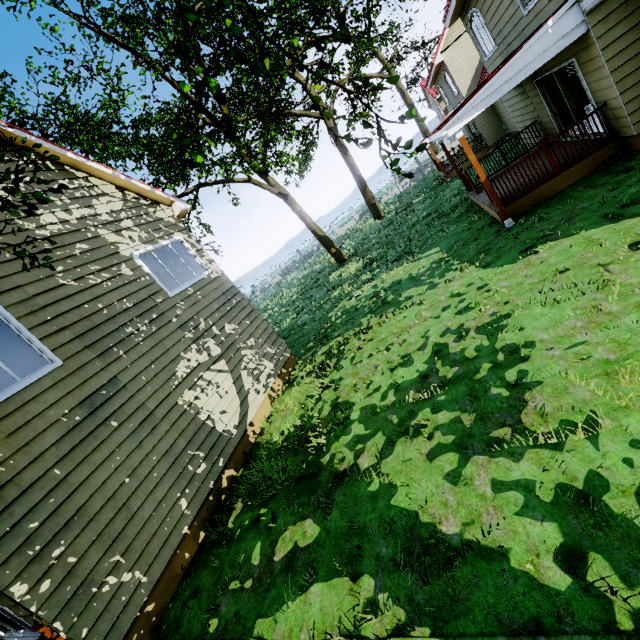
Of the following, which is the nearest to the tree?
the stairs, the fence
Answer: the fence

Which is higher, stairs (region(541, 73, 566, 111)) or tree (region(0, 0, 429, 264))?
tree (region(0, 0, 429, 264))

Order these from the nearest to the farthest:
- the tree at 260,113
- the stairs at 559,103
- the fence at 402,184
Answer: the tree at 260,113 → the stairs at 559,103 → the fence at 402,184

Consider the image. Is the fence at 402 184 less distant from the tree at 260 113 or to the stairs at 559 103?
the tree at 260 113

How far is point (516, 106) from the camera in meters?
12.6 m

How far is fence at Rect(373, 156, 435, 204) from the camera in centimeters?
3769cm

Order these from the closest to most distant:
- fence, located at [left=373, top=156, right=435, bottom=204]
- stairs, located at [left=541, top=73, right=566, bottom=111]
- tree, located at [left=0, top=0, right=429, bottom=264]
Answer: tree, located at [left=0, top=0, right=429, bottom=264] → stairs, located at [left=541, top=73, right=566, bottom=111] → fence, located at [left=373, top=156, right=435, bottom=204]

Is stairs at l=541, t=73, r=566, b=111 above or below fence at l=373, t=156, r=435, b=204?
above
